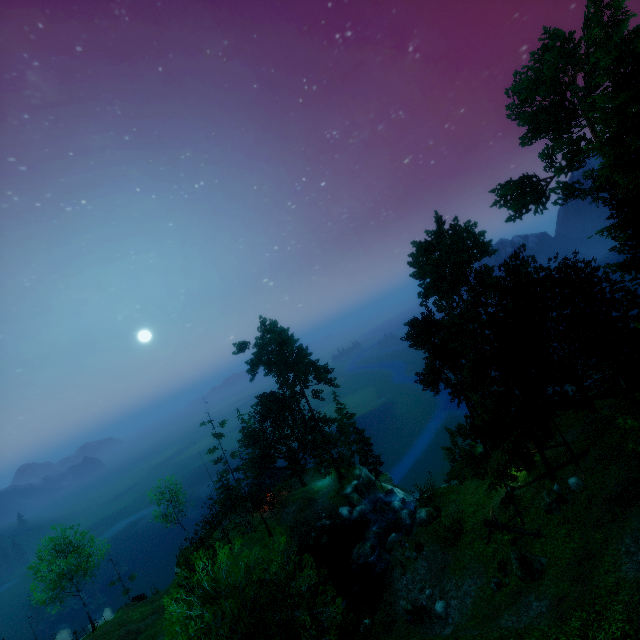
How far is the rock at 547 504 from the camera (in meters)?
20.84

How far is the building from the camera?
45.9m

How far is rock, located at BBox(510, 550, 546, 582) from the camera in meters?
17.8

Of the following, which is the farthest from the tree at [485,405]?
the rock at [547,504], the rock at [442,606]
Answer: the rock at [442,606]

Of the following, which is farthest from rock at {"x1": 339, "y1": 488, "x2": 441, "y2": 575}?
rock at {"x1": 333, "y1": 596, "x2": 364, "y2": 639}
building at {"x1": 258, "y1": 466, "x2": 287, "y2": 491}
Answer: building at {"x1": 258, "y1": 466, "x2": 287, "y2": 491}

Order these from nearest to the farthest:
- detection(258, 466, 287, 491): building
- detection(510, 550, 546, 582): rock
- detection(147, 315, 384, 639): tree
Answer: detection(147, 315, 384, 639): tree < detection(510, 550, 546, 582): rock < detection(258, 466, 287, 491): building

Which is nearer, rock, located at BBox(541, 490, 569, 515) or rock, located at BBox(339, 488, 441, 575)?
rock, located at BBox(541, 490, 569, 515)

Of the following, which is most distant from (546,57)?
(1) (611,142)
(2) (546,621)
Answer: (2) (546,621)
